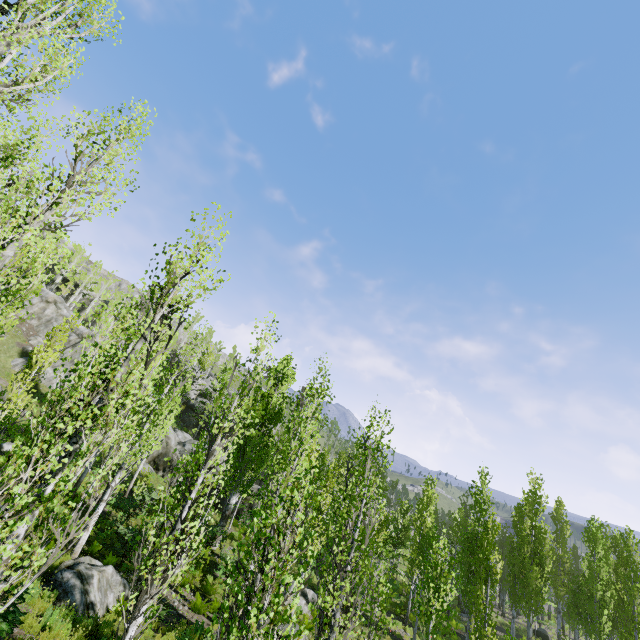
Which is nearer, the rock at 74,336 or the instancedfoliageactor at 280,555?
the instancedfoliageactor at 280,555

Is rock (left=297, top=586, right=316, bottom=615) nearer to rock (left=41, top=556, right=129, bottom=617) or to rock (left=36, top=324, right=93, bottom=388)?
rock (left=36, top=324, right=93, bottom=388)

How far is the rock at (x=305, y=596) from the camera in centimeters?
1858cm

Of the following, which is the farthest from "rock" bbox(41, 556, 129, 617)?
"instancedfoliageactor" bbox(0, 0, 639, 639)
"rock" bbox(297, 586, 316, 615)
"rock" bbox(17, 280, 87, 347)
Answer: "rock" bbox(17, 280, 87, 347)

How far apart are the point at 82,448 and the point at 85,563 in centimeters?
452cm

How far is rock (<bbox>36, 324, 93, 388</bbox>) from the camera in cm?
3247

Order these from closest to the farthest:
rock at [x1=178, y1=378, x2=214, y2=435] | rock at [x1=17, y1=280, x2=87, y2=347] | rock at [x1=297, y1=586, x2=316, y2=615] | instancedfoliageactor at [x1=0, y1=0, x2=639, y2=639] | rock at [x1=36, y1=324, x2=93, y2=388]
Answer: instancedfoliageactor at [x1=0, y1=0, x2=639, y2=639], rock at [x1=297, y1=586, x2=316, y2=615], rock at [x1=36, y1=324, x2=93, y2=388], rock at [x1=17, y1=280, x2=87, y2=347], rock at [x1=178, y1=378, x2=214, y2=435]
